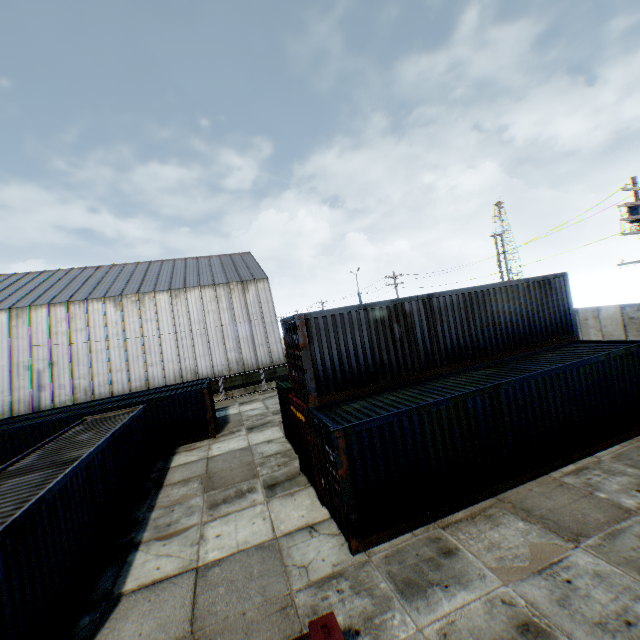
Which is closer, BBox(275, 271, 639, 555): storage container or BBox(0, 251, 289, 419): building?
BBox(275, 271, 639, 555): storage container

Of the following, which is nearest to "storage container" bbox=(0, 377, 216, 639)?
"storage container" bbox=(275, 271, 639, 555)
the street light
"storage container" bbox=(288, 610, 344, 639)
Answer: "storage container" bbox=(288, 610, 344, 639)

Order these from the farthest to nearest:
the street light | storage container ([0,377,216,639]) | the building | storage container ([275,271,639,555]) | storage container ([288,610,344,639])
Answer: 1. the building
2. the street light
3. storage container ([275,271,639,555])
4. storage container ([0,377,216,639])
5. storage container ([288,610,344,639])

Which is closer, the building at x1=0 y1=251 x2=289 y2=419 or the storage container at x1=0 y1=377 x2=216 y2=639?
the storage container at x1=0 y1=377 x2=216 y2=639

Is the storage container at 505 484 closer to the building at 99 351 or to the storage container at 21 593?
the storage container at 21 593

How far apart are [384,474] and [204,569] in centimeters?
510cm

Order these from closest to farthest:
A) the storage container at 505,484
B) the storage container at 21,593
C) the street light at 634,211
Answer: the storage container at 21,593 < the storage container at 505,484 < the street light at 634,211

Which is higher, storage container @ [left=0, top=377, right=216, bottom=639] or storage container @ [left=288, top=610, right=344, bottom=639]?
A: storage container @ [left=288, top=610, right=344, bottom=639]
